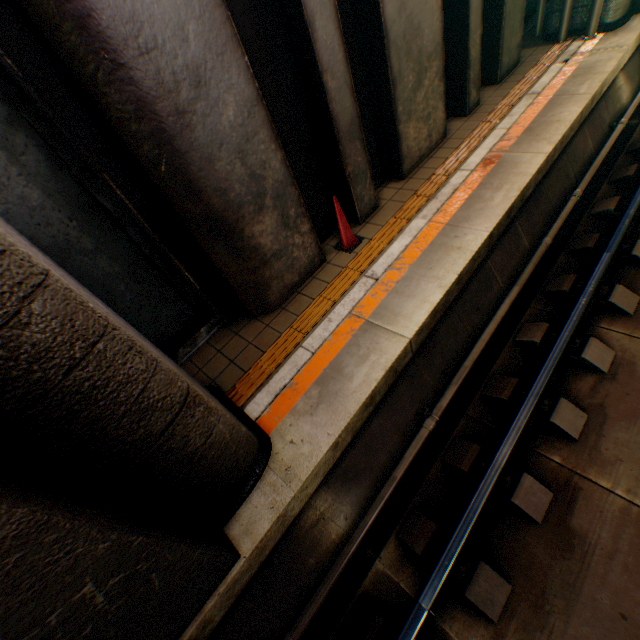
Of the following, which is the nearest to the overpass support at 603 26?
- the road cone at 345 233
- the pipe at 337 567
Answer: the pipe at 337 567

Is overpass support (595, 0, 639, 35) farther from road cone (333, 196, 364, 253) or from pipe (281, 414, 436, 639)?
road cone (333, 196, 364, 253)

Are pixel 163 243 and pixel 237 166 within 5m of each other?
yes

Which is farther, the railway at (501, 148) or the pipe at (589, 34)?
the pipe at (589, 34)

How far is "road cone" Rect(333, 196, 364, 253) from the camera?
4.7 meters

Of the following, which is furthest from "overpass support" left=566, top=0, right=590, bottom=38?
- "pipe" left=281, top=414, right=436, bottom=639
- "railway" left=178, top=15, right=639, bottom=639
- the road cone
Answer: the road cone

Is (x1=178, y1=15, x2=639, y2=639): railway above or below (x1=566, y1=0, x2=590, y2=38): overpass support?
below

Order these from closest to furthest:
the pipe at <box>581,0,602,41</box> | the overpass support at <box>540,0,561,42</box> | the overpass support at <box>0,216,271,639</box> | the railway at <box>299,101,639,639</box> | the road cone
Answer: the overpass support at <box>0,216,271,639</box>
the railway at <box>299,101,639,639</box>
the road cone
the pipe at <box>581,0,602,41</box>
the overpass support at <box>540,0,561,42</box>
